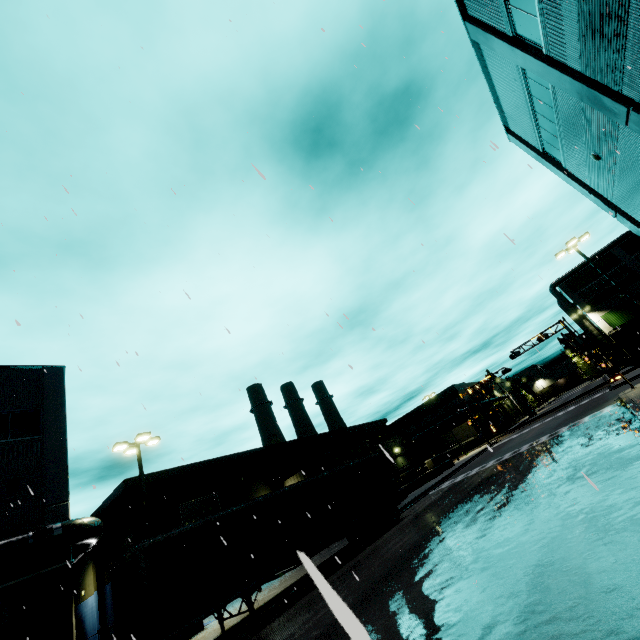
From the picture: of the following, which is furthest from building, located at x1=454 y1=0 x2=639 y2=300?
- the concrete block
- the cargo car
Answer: the cargo car

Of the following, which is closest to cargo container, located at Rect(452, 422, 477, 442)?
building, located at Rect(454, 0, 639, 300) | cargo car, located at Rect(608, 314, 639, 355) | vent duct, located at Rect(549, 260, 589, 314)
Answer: building, located at Rect(454, 0, 639, 300)

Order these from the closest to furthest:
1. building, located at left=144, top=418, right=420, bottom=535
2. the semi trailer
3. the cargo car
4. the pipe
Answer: the semi trailer < the pipe < building, located at left=144, top=418, right=420, bottom=535 < the cargo car

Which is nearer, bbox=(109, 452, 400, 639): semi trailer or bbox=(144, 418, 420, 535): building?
bbox=(109, 452, 400, 639): semi trailer

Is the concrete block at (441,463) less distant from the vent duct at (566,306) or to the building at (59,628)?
the building at (59,628)

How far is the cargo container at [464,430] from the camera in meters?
52.9

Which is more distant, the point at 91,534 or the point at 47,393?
the point at 47,393

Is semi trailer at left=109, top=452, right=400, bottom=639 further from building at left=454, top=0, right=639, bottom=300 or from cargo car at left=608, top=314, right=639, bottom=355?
cargo car at left=608, top=314, right=639, bottom=355
